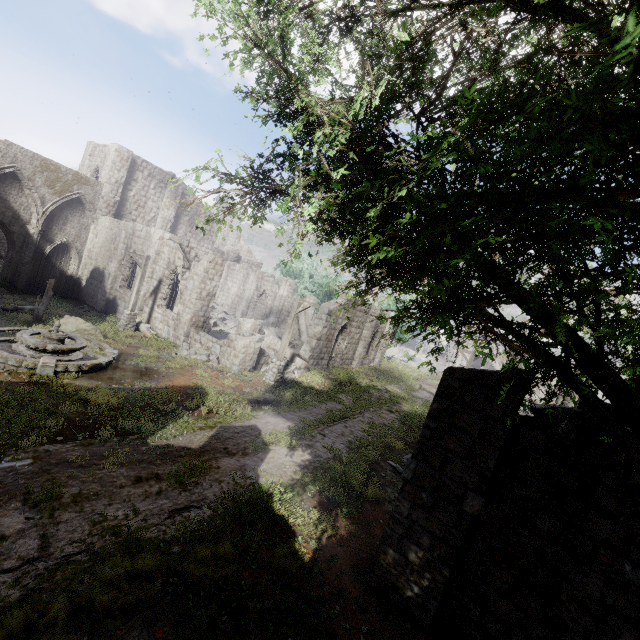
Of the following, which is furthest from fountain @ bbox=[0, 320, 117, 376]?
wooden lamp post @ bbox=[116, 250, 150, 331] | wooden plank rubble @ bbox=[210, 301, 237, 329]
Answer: wooden plank rubble @ bbox=[210, 301, 237, 329]

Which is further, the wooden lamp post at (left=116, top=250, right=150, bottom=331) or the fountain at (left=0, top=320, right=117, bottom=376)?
the wooden lamp post at (left=116, top=250, right=150, bottom=331)

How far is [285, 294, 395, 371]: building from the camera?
22.66m

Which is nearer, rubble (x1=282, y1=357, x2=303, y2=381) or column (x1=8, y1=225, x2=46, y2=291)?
rubble (x1=282, y1=357, x2=303, y2=381)

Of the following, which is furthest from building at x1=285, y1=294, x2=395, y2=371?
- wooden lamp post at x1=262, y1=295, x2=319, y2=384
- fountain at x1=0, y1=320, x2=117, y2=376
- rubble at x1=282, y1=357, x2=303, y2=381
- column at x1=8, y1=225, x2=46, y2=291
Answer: fountain at x1=0, y1=320, x2=117, y2=376

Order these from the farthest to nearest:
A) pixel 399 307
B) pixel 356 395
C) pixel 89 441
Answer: pixel 399 307 → pixel 356 395 → pixel 89 441

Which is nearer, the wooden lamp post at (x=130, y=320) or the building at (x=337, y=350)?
the wooden lamp post at (x=130, y=320)

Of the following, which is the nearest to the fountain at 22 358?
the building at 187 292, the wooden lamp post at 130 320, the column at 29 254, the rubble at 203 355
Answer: the rubble at 203 355
